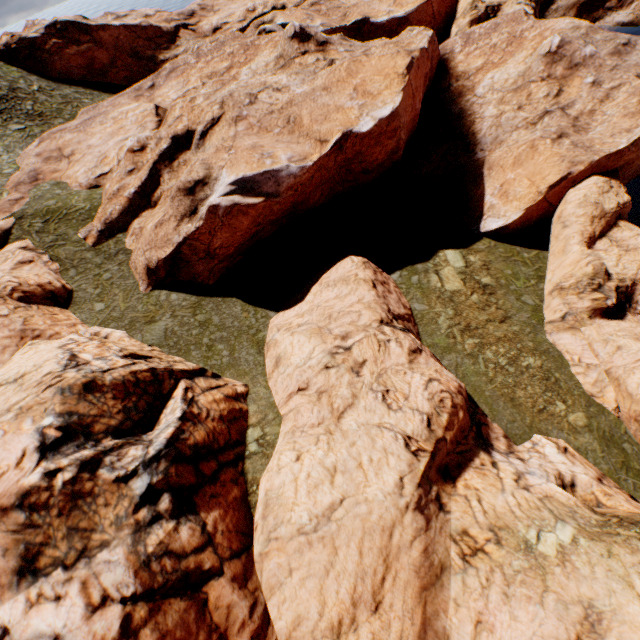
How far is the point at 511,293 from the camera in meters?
23.3

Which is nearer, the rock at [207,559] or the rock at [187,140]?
the rock at [207,559]

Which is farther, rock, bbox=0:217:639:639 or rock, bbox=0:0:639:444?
rock, bbox=0:0:639:444
